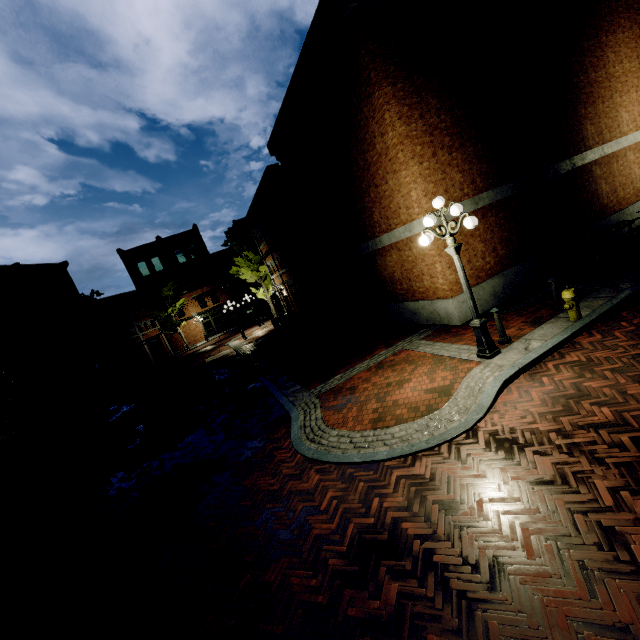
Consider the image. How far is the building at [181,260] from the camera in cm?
3847

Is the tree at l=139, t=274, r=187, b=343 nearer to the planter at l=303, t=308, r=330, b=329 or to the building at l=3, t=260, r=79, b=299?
the building at l=3, t=260, r=79, b=299

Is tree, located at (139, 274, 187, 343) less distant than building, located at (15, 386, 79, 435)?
No

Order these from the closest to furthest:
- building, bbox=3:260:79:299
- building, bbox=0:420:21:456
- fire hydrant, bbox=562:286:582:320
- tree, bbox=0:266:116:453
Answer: fire hydrant, bbox=562:286:582:320 → tree, bbox=0:266:116:453 → building, bbox=0:420:21:456 → building, bbox=3:260:79:299

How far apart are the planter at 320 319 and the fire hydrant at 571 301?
13.5 meters

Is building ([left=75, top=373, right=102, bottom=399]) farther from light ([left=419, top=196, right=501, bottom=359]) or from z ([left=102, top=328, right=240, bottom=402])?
light ([left=419, top=196, right=501, bottom=359])

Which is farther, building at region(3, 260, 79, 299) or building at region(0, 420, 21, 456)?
building at region(3, 260, 79, 299)

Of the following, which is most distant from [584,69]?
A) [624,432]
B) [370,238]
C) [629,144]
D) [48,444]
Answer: [48,444]
